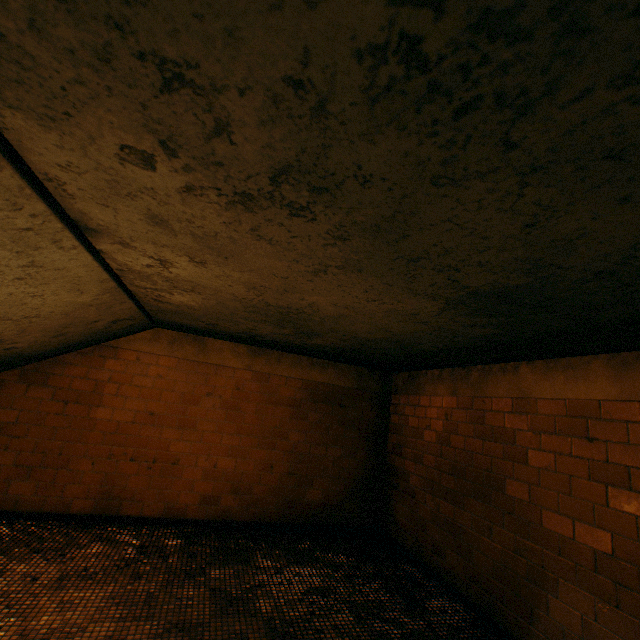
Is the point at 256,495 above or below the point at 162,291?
below
